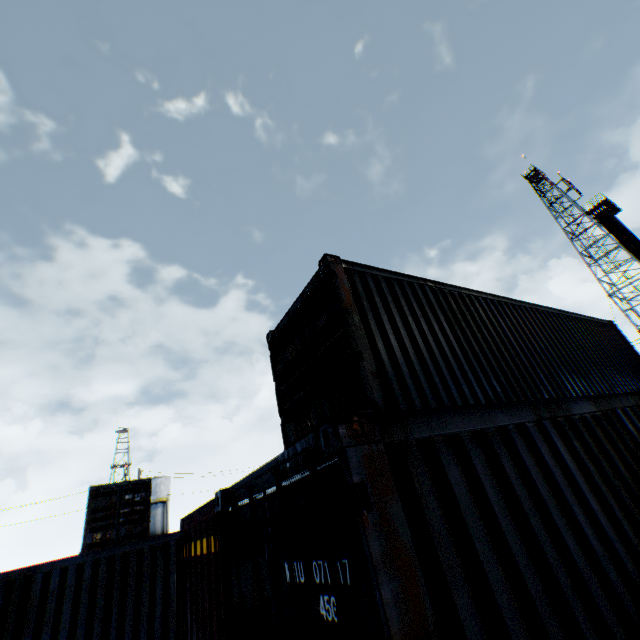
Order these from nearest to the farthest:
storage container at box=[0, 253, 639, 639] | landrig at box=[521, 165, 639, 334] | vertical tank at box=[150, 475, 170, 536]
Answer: storage container at box=[0, 253, 639, 639], landrig at box=[521, 165, 639, 334], vertical tank at box=[150, 475, 170, 536]

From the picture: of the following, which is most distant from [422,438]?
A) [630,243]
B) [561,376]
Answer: [630,243]

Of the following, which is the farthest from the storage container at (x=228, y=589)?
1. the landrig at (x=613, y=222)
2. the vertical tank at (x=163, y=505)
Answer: the vertical tank at (x=163, y=505)

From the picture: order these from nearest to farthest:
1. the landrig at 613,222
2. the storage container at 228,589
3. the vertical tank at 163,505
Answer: the storage container at 228,589
the landrig at 613,222
the vertical tank at 163,505

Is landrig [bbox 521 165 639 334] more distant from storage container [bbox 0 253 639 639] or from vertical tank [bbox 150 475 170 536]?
vertical tank [bbox 150 475 170 536]

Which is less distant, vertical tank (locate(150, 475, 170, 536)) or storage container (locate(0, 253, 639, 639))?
storage container (locate(0, 253, 639, 639))

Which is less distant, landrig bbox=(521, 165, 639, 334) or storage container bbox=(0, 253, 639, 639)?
storage container bbox=(0, 253, 639, 639)

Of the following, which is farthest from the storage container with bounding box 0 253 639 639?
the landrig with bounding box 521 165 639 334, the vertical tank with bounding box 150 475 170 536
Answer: the vertical tank with bounding box 150 475 170 536
